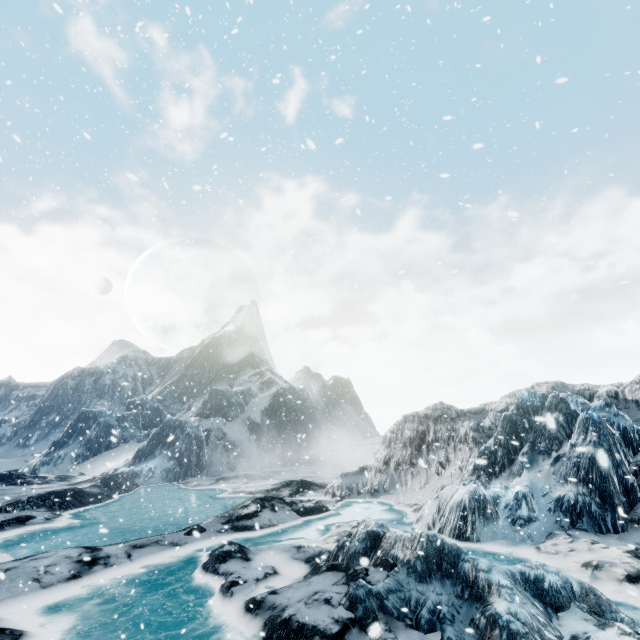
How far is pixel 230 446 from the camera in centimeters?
3559cm
